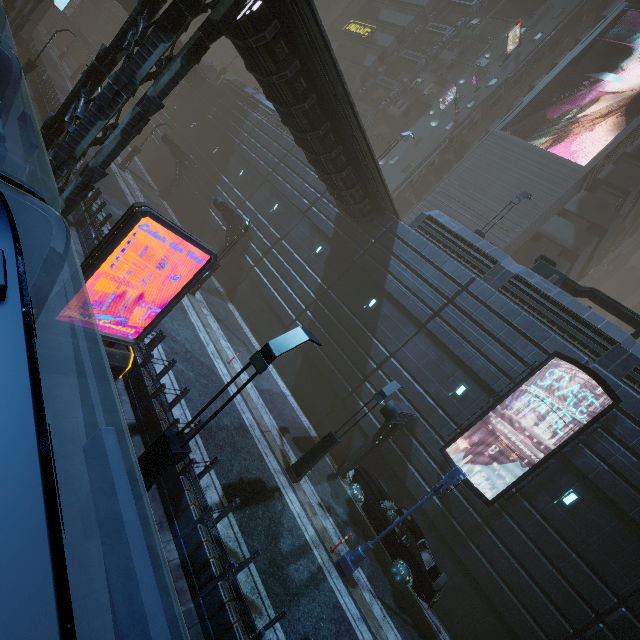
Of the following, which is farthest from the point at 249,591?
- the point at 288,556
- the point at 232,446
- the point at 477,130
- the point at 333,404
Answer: the point at 477,130

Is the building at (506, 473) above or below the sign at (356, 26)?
below

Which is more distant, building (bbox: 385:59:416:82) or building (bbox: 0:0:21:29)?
building (bbox: 385:59:416:82)

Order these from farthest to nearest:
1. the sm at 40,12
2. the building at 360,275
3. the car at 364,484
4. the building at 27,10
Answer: the sm at 40,12, the building at 27,10, the car at 364,484, the building at 360,275

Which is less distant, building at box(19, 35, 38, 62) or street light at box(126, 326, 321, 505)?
street light at box(126, 326, 321, 505)

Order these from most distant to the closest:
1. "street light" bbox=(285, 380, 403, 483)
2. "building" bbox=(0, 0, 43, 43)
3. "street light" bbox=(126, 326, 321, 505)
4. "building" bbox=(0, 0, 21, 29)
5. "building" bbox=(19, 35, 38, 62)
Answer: "building" bbox=(19, 35, 38, 62), "building" bbox=(0, 0, 43, 43), "building" bbox=(0, 0, 21, 29), "street light" bbox=(285, 380, 403, 483), "street light" bbox=(126, 326, 321, 505)

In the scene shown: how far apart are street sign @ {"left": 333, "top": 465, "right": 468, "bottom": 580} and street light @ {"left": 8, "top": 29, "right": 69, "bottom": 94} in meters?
33.0 m

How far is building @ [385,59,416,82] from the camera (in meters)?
39.56
